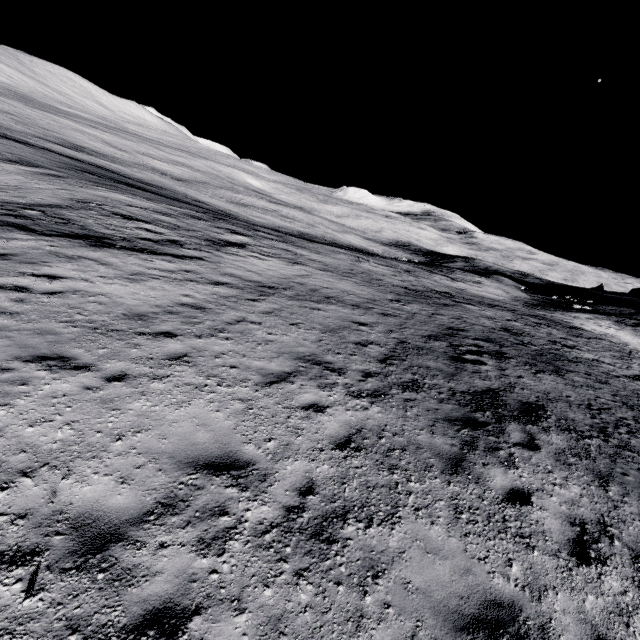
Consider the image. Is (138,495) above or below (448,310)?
below
